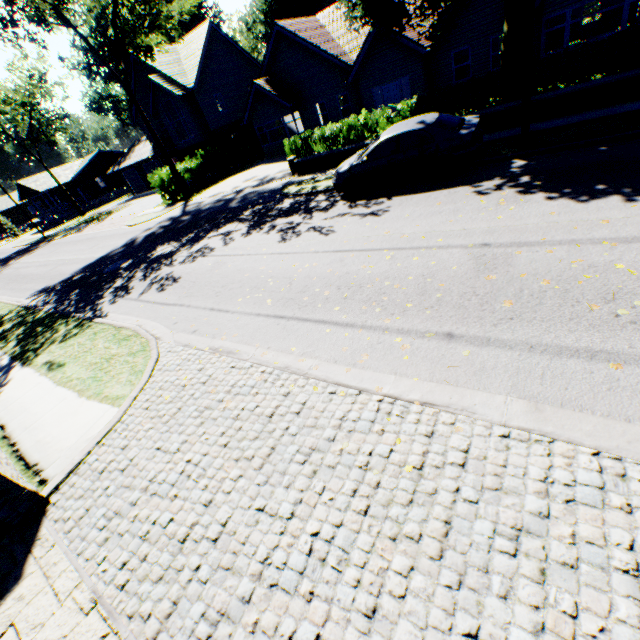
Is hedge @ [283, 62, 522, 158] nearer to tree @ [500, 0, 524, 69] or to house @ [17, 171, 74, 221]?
tree @ [500, 0, 524, 69]

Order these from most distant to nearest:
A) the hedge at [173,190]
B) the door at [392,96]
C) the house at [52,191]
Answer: the house at [52,191]
the hedge at [173,190]
the door at [392,96]

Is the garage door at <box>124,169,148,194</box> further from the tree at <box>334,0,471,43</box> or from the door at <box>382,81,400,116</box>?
the door at <box>382,81,400,116</box>

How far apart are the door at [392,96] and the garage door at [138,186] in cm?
3401

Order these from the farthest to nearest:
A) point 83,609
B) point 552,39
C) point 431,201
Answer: point 552,39, point 431,201, point 83,609

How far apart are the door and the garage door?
34.0m

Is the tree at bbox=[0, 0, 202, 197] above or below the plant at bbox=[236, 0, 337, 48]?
below

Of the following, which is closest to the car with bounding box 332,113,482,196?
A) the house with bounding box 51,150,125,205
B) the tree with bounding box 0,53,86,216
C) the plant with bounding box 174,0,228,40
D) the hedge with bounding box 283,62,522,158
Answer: the hedge with bounding box 283,62,522,158
